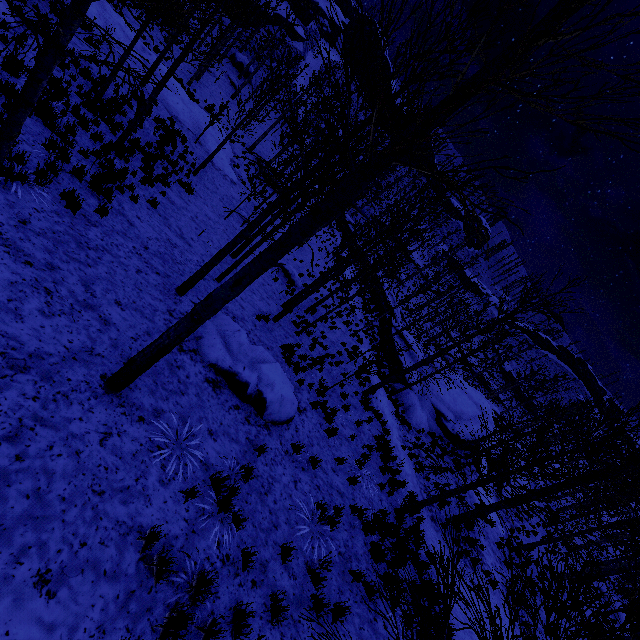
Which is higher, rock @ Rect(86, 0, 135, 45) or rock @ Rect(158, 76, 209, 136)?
rock @ Rect(86, 0, 135, 45)

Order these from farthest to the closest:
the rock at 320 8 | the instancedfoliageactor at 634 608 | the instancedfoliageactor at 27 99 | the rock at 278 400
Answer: the rock at 320 8
the rock at 278 400
the instancedfoliageactor at 634 608
the instancedfoliageactor at 27 99

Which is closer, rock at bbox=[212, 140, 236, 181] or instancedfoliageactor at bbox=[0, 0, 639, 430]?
instancedfoliageactor at bbox=[0, 0, 639, 430]

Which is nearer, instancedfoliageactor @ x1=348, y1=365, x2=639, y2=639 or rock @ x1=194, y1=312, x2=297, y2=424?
instancedfoliageactor @ x1=348, y1=365, x2=639, y2=639

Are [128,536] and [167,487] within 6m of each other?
yes

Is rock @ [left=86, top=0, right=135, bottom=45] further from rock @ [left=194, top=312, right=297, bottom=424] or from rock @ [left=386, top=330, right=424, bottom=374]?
rock @ [left=386, top=330, right=424, bottom=374]

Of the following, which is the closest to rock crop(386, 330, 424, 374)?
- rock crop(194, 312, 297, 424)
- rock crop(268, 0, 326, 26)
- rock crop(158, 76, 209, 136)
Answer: rock crop(194, 312, 297, 424)

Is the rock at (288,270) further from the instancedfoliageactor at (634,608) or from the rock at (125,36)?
the instancedfoliageactor at (634,608)
